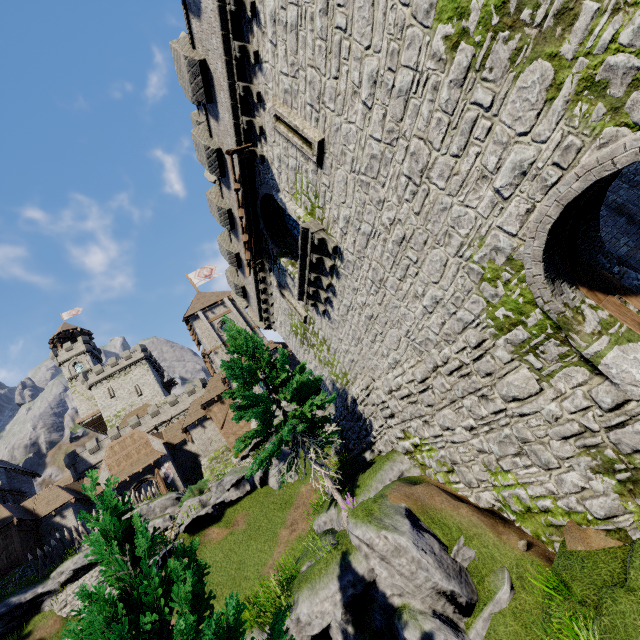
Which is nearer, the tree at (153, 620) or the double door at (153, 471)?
the tree at (153, 620)

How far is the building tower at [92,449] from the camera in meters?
45.8

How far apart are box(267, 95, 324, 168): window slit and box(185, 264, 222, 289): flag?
35.5 meters

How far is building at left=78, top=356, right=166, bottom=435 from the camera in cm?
5516

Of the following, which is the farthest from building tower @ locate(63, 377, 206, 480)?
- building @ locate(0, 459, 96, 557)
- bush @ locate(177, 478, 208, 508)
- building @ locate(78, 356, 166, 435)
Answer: bush @ locate(177, 478, 208, 508)

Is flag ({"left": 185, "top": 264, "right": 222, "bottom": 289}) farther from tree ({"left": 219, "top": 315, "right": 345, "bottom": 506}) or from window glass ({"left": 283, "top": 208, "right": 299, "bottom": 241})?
window glass ({"left": 283, "top": 208, "right": 299, "bottom": 241})

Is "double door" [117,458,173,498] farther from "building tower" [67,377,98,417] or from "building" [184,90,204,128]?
"building tower" [67,377,98,417]

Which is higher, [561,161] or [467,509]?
[561,161]
